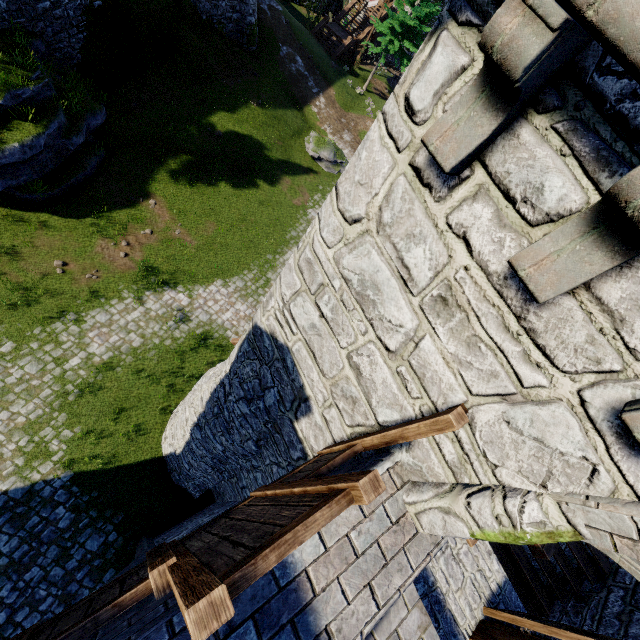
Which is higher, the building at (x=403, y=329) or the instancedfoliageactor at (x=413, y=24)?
the building at (x=403, y=329)

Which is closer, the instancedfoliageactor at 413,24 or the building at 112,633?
the building at 112,633

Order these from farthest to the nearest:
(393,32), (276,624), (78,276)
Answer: (393,32)
(78,276)
(276,624)

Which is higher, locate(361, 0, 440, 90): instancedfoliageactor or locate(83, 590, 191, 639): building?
locate(83, 590, 191, 639): building

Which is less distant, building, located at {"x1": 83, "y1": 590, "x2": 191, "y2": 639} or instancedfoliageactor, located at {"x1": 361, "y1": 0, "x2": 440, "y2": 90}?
building, located at {"x1": 83, "y1": 590, "x2": 191, "y2": 639}
